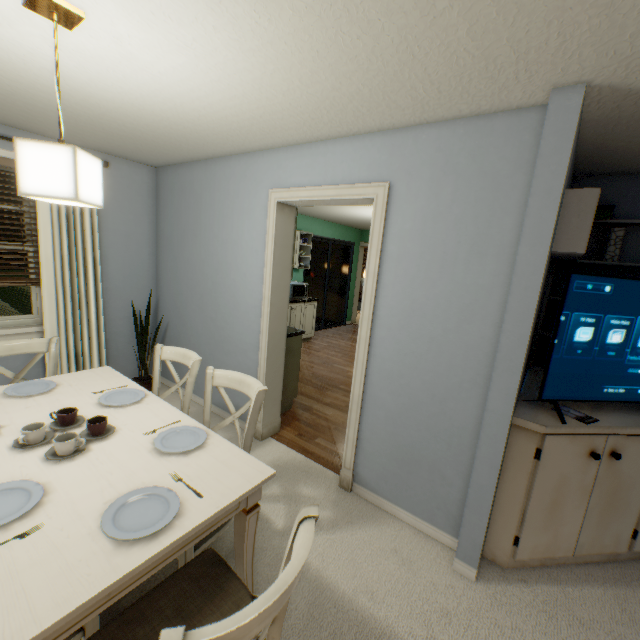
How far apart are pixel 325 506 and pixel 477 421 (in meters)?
1.19

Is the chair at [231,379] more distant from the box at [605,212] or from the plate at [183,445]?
the box at [605,212]

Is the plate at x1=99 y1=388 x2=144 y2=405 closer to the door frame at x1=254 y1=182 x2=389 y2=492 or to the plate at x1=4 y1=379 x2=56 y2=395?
the plate at x1=4 y1=379 x2=56 y2=395

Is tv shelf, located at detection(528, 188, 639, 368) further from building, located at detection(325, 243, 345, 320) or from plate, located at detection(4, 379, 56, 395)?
building, located at detection(325, 243, 345, 320)

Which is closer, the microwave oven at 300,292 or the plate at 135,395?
the plate at 135,395

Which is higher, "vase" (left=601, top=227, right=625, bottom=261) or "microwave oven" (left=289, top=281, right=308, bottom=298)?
"vase" (left=601, top=227, right=625, bottom=261)

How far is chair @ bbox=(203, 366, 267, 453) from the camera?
1.7m

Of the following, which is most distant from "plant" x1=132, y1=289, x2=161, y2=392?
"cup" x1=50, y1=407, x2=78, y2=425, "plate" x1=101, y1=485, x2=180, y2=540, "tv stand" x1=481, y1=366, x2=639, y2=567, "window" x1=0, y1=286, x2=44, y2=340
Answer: "tv stand" x1=481, y1=366, x2=639, y2=567
